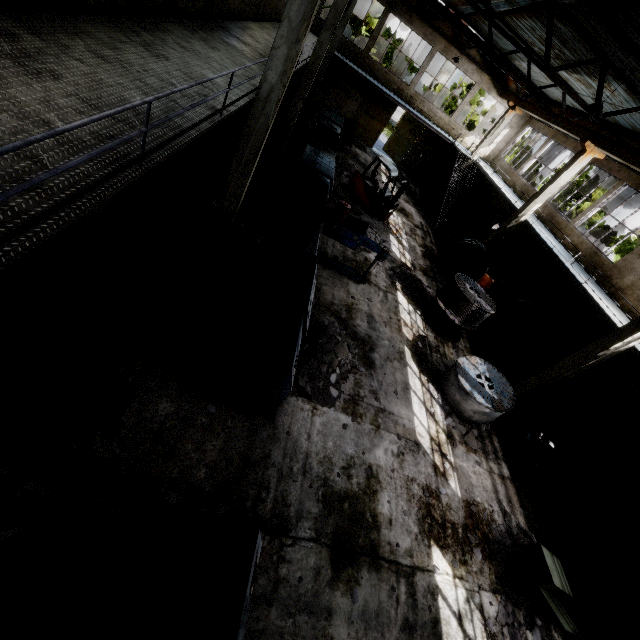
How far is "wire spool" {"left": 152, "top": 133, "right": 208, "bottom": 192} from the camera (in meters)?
9.05

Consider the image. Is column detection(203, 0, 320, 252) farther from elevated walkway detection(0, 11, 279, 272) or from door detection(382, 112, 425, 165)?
door detection(382, 112, 425, 165)

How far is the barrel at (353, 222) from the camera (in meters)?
14.30

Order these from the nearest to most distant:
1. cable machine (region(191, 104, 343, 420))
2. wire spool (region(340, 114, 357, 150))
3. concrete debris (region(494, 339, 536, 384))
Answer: cable machine (region(191, 104, 343, 420)) → concrete debris (region(494, 339, 536, 384)) → wire spool (region(340, 114, 357, 150))

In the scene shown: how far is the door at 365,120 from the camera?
25.0m

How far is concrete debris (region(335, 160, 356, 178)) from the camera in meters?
19.3 m

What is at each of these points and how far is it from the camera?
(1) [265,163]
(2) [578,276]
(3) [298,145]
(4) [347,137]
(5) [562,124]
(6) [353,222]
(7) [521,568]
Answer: (1) concrete debris, 14.48m
(2) elevated walkway, 13.27m
(3) wire spool, 16.80m
(4) wire spool, 21.48m
(5) beam, 16.50m
(6) barrel, 14.30m
(7) concrete debris, 7.36m

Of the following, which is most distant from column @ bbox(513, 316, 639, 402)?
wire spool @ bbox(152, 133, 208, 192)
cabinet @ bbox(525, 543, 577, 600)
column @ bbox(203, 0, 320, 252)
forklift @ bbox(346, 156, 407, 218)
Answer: wire spool @ bbox(152, 133, 208, 192)
